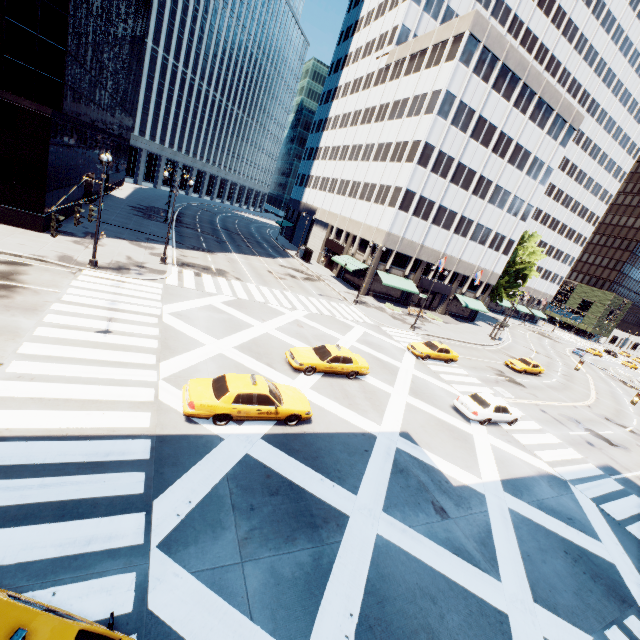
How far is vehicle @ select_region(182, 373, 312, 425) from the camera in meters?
11.6 m

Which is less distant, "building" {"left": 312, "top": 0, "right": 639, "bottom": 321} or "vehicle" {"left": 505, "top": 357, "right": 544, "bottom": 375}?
"vehicle" {"left": 505, "top": 357, "right": 544, "bottom": 375}

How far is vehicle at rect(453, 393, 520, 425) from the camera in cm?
1933

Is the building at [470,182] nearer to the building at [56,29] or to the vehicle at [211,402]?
the vehicle at [211,402]

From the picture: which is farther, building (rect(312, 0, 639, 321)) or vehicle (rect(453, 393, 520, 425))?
building (rect(312, 0, 639, 321))

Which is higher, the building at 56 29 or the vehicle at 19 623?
the building at 56 29

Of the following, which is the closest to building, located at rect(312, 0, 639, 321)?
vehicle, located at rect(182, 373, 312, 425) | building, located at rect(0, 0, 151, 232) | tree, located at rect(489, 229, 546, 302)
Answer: tree, located at rect(489, 229, 546, 302)

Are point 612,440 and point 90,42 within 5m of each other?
no
